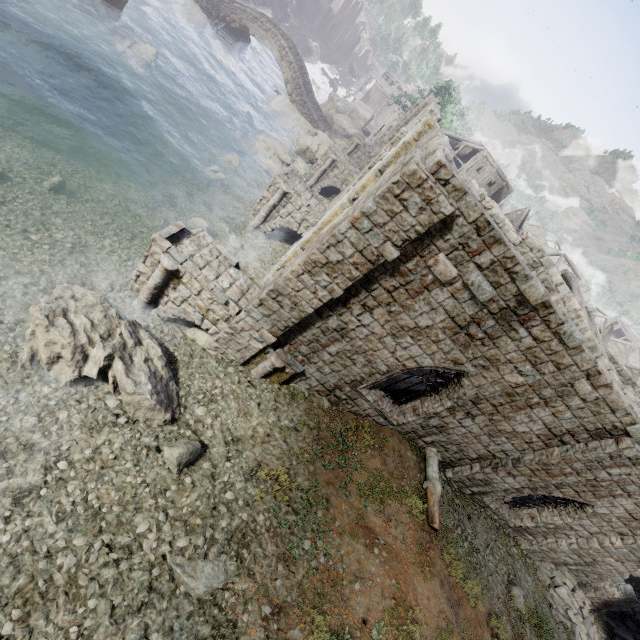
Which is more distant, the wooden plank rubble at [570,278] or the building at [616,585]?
the wooden plank rubble at [570,278]

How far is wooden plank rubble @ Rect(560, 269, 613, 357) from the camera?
15.0m

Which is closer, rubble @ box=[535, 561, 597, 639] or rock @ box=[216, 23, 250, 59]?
rubble @ box=[535, 561, 597, 639]

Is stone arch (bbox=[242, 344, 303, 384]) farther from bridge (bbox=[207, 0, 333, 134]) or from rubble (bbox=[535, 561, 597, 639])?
bridge (bbox=[207, 0, 333, 134])

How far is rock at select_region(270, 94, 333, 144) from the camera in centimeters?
3369cm

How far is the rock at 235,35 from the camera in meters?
34.0

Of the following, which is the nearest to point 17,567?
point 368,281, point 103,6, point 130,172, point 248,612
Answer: point 248,612

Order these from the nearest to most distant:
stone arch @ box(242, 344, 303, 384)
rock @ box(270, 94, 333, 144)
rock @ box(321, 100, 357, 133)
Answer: stone arch @ box(242, 344, 303, 384) < rock @ box(270, 94, 333, 144) < rock @ box(321, 100, 357, 133)
